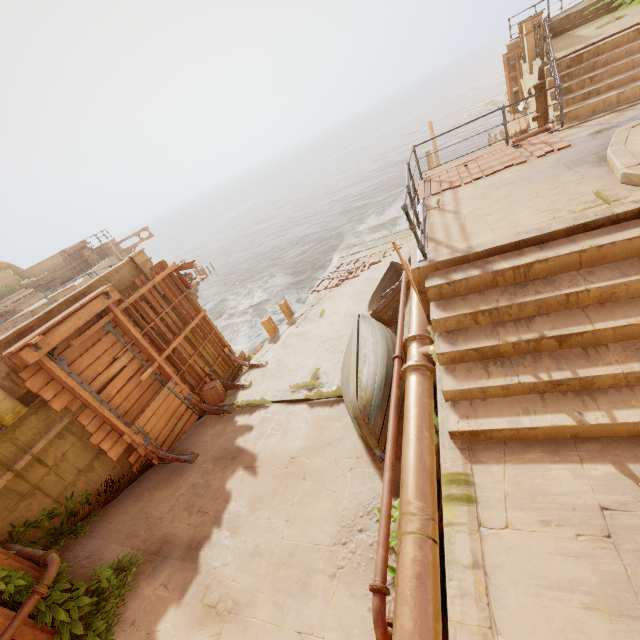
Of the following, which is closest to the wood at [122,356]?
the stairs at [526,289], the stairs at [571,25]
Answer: the stairs at [526,289]

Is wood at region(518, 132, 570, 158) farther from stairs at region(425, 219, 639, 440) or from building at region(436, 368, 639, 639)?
building at region(436, 368, 639, 639)

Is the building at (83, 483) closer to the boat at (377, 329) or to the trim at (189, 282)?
the trim at (189, 282)

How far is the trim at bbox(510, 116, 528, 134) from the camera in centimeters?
1504cm

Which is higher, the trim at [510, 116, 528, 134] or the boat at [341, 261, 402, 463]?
the trim at [510, 116, 528, 134]

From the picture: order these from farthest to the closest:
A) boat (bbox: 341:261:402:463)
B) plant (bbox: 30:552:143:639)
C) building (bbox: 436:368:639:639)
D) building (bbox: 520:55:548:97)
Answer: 1. building (bbox: 520:55:548:97)
2. boat (bbox: 341:261:402:463)
3. plant (bbox: 30:552:143:639)
4. building (bbox: 436:368:639:639)

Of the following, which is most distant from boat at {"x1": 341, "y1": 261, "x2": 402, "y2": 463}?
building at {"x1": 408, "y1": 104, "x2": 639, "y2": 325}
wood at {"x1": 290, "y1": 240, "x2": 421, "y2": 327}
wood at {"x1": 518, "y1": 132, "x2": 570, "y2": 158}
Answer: building at {"x1": 408, "y1": 104, "x2": 639, "y2": 325}

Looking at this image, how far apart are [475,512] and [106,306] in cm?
935
